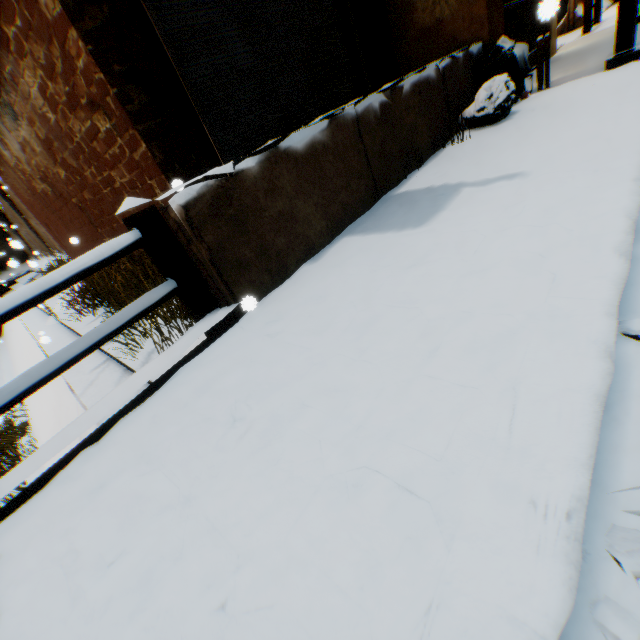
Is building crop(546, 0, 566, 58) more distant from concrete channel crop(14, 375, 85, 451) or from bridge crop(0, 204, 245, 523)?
bridge crop(0, 204, 245, 523)

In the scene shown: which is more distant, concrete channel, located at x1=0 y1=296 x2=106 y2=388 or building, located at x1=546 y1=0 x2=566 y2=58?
concrete channel, located at x1=0 y1=296 x2=106 y2=388

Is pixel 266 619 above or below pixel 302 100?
below

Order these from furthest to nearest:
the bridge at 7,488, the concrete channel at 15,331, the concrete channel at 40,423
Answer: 1. the concrete channel at 15,331
2. the concrete channel at 40,423
3. the bridge at 7,488

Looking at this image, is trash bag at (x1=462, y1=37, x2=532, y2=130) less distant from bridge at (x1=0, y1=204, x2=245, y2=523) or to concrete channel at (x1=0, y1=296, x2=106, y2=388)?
concrete channel at (x1=0, y1=296, x2=106, y2=388)

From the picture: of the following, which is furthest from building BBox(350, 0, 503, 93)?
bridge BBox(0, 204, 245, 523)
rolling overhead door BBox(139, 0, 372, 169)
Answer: bridge BBox(0, 204, 245, 523)

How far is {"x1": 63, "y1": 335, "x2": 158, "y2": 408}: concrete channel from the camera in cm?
362

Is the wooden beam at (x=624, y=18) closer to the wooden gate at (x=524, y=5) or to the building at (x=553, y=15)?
the building at (x=553, y=15)
